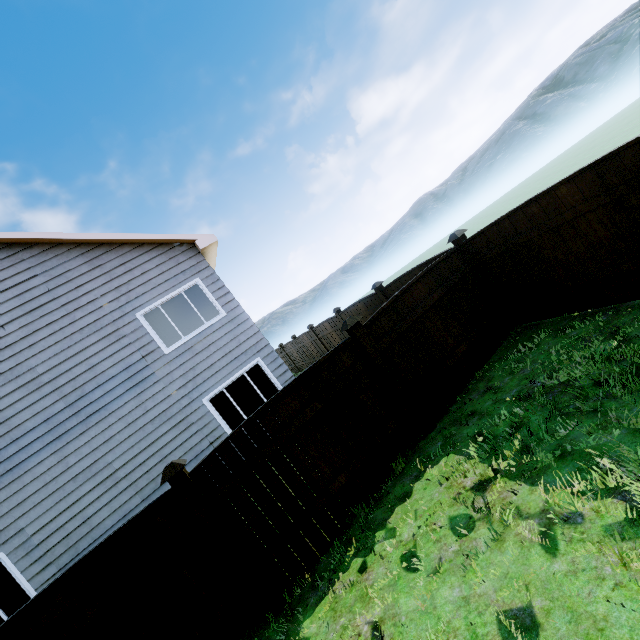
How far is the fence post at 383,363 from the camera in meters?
5.1

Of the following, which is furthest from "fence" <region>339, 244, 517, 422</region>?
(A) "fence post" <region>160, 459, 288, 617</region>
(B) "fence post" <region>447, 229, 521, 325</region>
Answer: (A) "fence post" <region>160, 459, 288, 617</region>

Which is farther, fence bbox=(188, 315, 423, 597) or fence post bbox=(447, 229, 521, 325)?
fence post bbox=(447, 229, 521, 325)

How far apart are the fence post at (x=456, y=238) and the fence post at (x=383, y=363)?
2.8 meters

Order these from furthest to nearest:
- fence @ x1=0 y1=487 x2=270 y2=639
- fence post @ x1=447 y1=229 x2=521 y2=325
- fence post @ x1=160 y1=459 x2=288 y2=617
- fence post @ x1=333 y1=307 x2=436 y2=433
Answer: fence post @ x1=447 y1=229 x2=521 y2=325
fence post @ x1=333 y1=307 x2=436 y2=433
fence post @ x1=160 y1=459 x2=288 y2=617
fence @ x1=0 y1=487 x2=270 y2=639

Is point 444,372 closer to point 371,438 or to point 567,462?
point 371,438

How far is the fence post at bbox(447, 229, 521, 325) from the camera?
6.2 meters

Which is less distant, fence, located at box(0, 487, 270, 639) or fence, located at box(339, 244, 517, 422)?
fence, located at box(0, 487, 270, 639)
